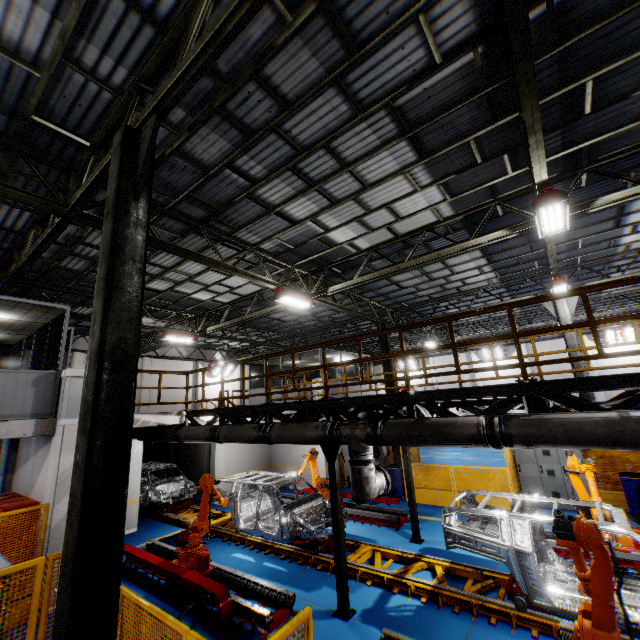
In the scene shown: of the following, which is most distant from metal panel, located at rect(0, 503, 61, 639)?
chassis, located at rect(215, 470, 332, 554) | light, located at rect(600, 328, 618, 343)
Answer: light, located at rect(600, 328, 618, 343)

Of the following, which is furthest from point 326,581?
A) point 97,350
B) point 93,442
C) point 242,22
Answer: point 242,22

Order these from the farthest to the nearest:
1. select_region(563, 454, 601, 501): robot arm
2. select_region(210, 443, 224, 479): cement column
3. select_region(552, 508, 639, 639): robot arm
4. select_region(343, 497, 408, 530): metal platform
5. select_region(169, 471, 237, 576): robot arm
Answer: select_region(210, 443, 224, 479): cement column
select_region(343, 497, 408, 530): metal platform
select_region(169, 471, 237, 576): robot arm
select_region(563, 454, 601, 501): robot arm
select_region(552, 508, 639, 639): robot arm

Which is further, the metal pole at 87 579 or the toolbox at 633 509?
the toolbox at 633 509

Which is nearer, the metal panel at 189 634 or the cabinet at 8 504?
the metal panel at 189 634

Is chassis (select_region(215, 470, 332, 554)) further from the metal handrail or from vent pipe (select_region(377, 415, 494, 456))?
the metal handrail

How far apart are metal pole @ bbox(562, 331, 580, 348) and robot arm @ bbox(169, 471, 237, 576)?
12.57m

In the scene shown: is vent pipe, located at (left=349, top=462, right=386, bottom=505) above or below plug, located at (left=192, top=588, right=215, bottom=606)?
above
